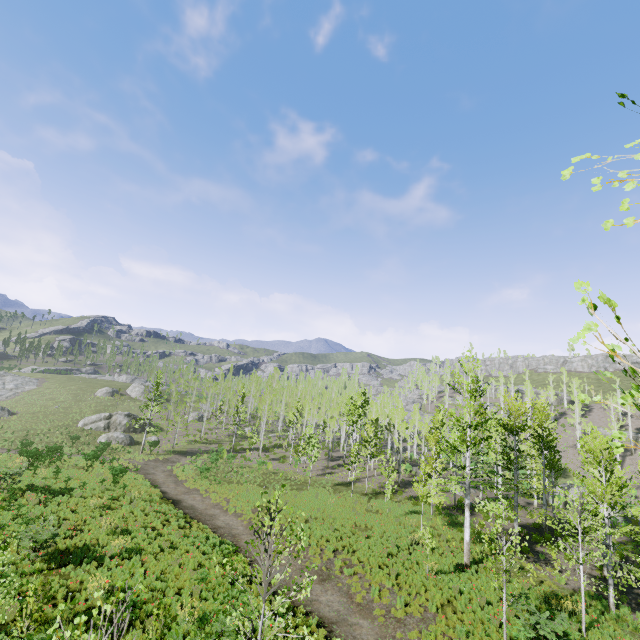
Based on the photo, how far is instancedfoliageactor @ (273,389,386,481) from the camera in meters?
32.4

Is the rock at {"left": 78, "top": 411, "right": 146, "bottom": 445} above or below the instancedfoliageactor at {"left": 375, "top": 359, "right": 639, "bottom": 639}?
below

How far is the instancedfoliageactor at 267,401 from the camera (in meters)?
37.31

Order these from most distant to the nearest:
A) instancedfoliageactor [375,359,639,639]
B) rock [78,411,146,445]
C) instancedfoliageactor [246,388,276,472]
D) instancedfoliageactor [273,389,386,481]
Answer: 1. rock [78,411,146,445]
2. instancedfoliageactor [246,388,276,472]
3. instancedfoliageactor [273,389,386,481]
4. instancedfoliageactor [375,359,639,639]

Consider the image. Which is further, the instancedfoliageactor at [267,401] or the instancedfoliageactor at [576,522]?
the instancedfoliageactor at [267,401]

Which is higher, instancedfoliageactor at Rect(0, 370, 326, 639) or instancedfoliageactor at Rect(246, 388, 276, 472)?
instancedfoliageactor at Rect(246, 388, 276, 472)

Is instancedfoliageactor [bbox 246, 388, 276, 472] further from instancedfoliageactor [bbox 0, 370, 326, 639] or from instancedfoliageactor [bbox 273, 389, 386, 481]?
instancedfoliageactor [bbox 0, 370, 326, 639]

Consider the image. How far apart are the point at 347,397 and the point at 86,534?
33.8 meters
